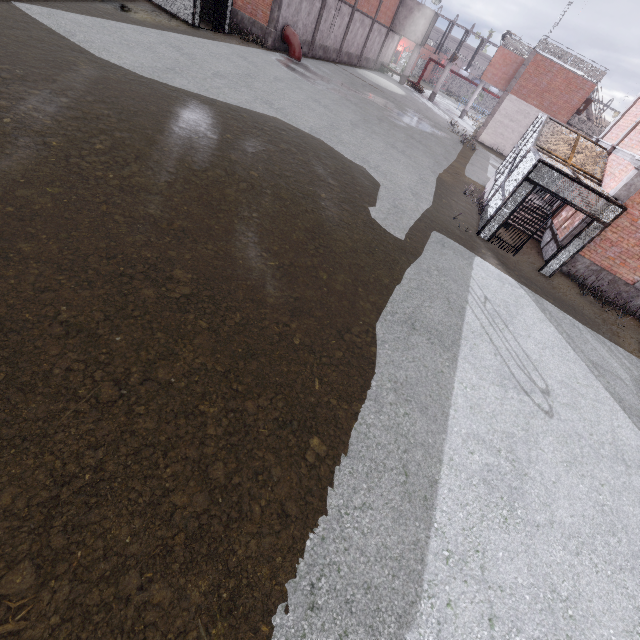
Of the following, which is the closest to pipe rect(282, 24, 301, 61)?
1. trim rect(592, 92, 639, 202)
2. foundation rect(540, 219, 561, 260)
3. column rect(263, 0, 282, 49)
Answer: column rect(263, 0, 282, 49)

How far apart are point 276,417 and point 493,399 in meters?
4.1

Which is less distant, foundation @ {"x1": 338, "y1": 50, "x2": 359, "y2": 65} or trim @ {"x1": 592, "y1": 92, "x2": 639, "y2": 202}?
trim @ {"x1": 592, "y1": 92, "x2": 639, "y2": 202}

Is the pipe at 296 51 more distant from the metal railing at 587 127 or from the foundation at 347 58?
the metal railing at 587 127

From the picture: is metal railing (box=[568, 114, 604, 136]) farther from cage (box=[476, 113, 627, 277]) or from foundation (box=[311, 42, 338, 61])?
foundation (box=[311, 42, 338, 61])

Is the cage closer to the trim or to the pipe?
Result: the trim

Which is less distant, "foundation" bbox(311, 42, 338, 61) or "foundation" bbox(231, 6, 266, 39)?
"foundation" bbox(231, 6, 266, 39)

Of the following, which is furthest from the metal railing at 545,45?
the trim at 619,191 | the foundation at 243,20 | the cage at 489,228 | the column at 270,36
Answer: the foundation at 243,20
